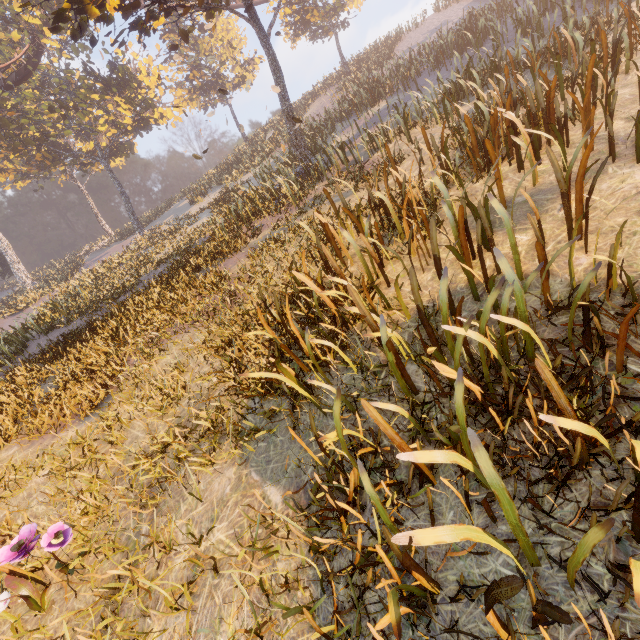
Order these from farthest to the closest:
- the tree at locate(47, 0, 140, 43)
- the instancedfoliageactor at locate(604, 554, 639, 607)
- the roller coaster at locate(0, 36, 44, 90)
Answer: the roller coaster at locate(0, 36, 44, 90) < the tree at locate(47, 0, 140, 43) < the instancedfoliageactor at locate(604, 554, 639, 607)

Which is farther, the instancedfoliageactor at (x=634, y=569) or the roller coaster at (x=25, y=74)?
the roller coaster at (x=25, y=74)

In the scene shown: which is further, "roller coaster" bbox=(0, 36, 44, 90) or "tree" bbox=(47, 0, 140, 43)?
"roller coaster" bbox=(0, 36, 44, 90)

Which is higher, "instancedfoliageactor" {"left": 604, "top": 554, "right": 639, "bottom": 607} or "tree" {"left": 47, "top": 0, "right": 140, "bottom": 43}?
"tree" {"left": 47, "top": 0, "right": 140, "bottom": 43}

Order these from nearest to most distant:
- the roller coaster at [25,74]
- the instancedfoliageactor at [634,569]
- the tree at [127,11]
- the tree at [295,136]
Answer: the instancedfoliageactor at [634,569]
the tree at [127,11]
the tree at [295,136]
the roller coaster at [25,74]

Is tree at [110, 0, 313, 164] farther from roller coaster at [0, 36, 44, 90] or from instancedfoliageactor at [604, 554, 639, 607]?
instancedfoliageactor at [604, 554, 639, 607]

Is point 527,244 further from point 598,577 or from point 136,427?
point 136,427
